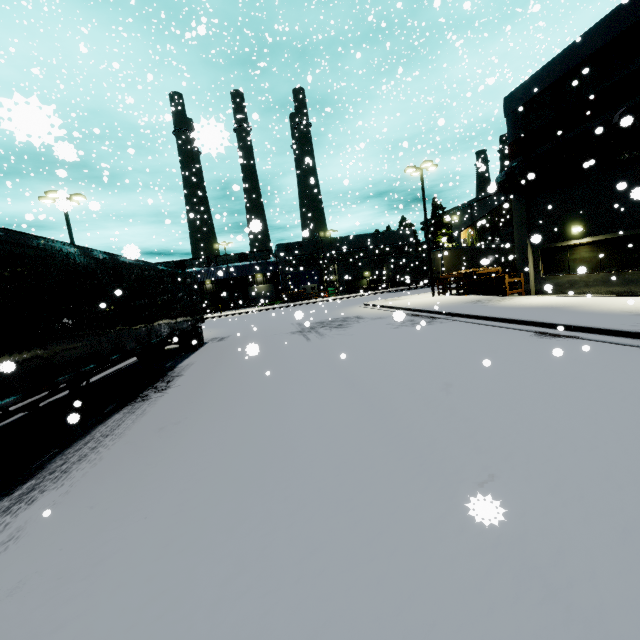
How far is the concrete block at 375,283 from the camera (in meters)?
48.44

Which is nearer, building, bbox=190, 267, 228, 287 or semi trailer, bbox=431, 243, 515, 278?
semi trailer, bbox=431, 243, 515, 278

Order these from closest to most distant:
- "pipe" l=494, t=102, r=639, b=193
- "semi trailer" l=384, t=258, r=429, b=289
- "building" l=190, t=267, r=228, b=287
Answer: "pipe" l=494, t=102, r=639, b=193 < "building" l=190, t=267, r=228, b=287 < "semi trailer" l=384, t=258, r=429, b=289

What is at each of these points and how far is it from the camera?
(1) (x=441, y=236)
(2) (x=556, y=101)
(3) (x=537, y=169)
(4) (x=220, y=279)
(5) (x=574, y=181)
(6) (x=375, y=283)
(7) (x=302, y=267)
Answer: (1) tree, 52.6m
(2) tree, 15.0m
(3) pipe, 15.3m
(4) building, 54.6m
(5) building, 14.9m
(6) concrete block, 48.6m
(7) building, 18.9m

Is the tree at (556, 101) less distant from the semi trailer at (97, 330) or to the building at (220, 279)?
the building at (220, 279)

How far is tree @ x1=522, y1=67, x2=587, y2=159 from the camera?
14.0 meters

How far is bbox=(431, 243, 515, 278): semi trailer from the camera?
30.36m

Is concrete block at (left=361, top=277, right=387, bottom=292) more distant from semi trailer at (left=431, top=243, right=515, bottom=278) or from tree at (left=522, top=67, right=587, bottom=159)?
tree at (left=522, top=67, right=587, bottom=159)
